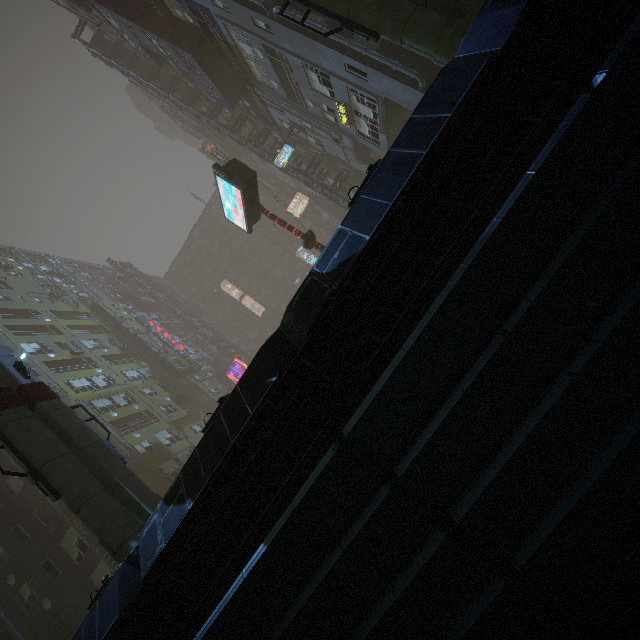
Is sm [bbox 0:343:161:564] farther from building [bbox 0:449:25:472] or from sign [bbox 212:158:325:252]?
sign [bbox 212:158:325:252]

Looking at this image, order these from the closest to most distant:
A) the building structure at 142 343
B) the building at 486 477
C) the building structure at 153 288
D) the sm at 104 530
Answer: the building at 486 477
the sm at 104 530
the building structure at 142 343
the building structure at 153 288

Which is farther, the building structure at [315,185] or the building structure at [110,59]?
the building structure at [110,59]

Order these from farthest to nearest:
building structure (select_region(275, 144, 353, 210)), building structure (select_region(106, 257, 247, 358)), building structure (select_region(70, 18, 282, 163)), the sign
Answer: building structure (select_region(106, 257, 247, 358)) < building structure (select_region(70, 18, 282, 163)) < building structure (select_region(275, 144, 353, 210)) < the sign

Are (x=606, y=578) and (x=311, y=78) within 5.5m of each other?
no

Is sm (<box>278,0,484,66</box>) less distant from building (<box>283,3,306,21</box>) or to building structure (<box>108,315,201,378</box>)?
building (<box>283,3,306,21</box>)

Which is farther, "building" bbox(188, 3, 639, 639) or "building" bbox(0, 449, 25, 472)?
"building" bbox(0, 449, 25, 472)

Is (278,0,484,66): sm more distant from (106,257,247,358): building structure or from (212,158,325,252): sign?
(106,257,247,358): building structure
